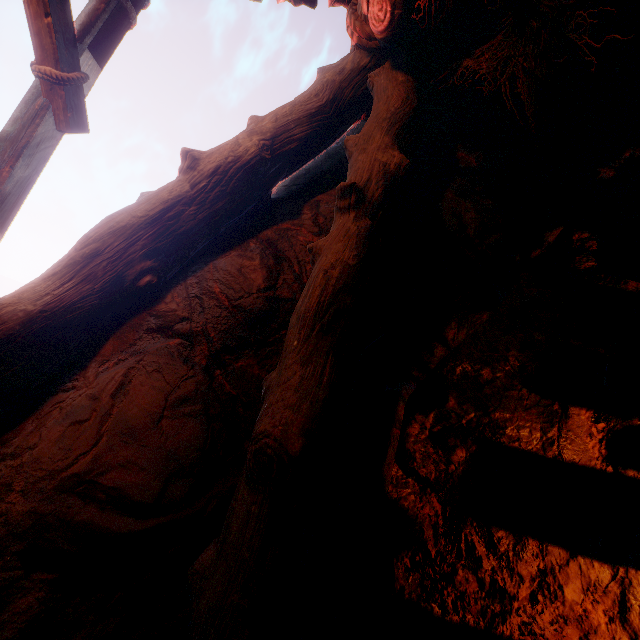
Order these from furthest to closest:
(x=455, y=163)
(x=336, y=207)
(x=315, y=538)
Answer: (x=455, y=163) → (x=336, y=207) → (x=315, y=538)

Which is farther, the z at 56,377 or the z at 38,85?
the z at 38,85

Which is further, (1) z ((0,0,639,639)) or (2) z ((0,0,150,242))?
(2) z ((0,0,150,242))
